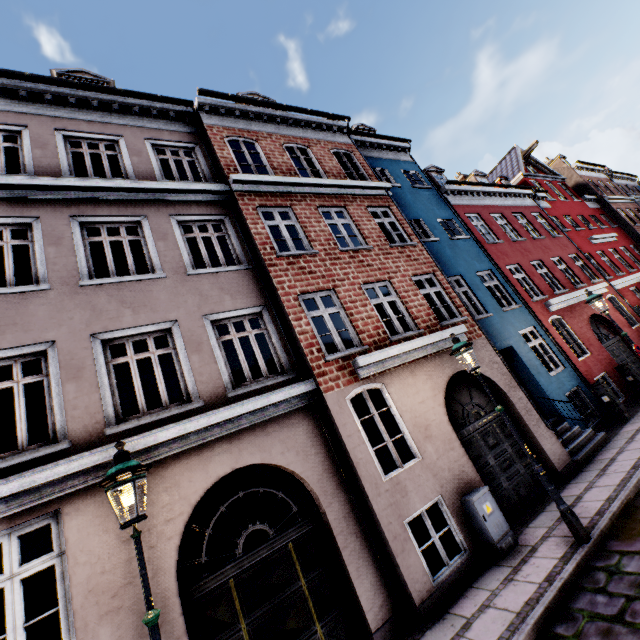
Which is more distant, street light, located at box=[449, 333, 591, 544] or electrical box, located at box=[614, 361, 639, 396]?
electrical box, located at box=[614, 361, 639, 396]

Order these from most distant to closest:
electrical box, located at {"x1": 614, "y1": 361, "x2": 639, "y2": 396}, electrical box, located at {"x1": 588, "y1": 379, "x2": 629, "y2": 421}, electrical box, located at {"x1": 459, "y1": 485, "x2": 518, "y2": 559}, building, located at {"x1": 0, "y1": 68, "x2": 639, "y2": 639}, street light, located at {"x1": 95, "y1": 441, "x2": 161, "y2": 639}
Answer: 1. electrical box, located at {"x1": 614, "y1": 361, "x2": 639, "y2": 396}
2. electrical box, located at {"x1": 588, "y1": 379, "x2": 629, "y2": 421}
3. electrical box, located at {"x1": 459, "y1": 485, "x2": 518, "y2": 559}
4. building, located at {"x1": 0, "y1": 68, "x2": 639, "y2": 639}
5. street light, located at {"x1": 95, "y1": 441, "x2": 161, "y2": 639}

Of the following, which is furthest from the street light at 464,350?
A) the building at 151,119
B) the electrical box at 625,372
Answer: the electrical box at 625,372

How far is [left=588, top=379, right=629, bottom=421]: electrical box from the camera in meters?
10.3

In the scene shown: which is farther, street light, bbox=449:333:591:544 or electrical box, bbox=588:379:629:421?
electrical box, bbox=588:379:629:421

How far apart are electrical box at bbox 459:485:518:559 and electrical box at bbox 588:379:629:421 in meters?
7.2 m

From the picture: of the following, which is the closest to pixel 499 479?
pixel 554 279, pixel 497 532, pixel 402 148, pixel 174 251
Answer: pixel 497 532

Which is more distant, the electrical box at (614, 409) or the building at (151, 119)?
the electrical box at (614, 409)
